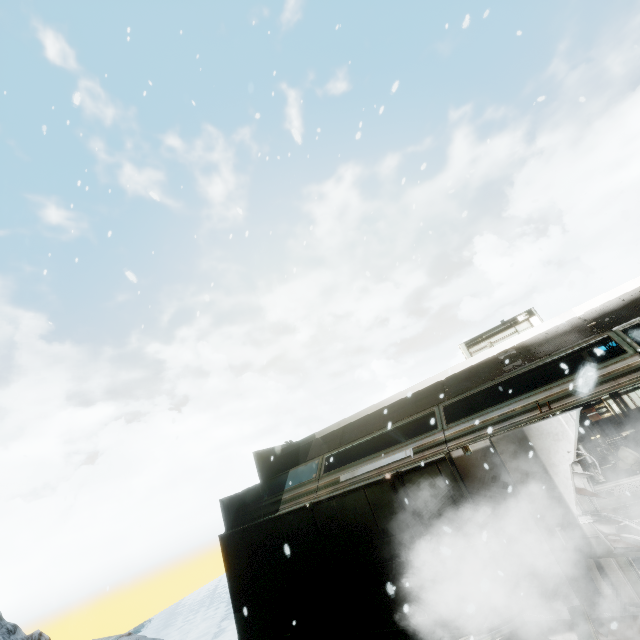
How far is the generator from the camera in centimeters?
985cm

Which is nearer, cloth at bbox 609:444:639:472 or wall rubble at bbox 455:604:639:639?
wall rubble at bbox 455:604:639:639

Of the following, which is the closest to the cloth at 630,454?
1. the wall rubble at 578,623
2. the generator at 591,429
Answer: the generator at 591,429

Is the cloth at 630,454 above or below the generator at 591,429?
below

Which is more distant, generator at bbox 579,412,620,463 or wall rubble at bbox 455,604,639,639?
generator at bbox 579,412,620,463

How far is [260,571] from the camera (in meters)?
8.28

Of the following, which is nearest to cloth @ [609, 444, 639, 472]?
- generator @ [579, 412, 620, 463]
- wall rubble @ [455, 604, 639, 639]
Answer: generator @ [579, 412, 620, 463]
